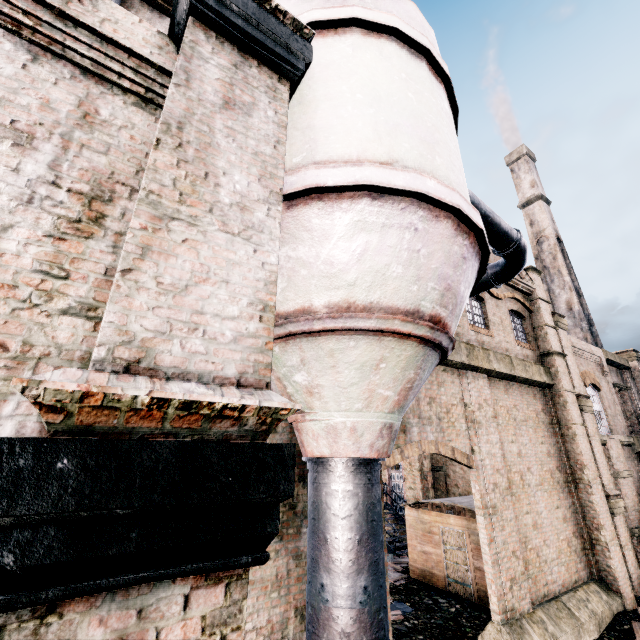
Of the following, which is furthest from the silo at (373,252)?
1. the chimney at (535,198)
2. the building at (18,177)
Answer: the chimney at (535,198)

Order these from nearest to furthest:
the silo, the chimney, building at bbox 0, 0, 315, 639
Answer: building at bbox 0, 0, 315, 639 → the silo → the chimney

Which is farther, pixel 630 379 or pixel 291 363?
pixel 630 379

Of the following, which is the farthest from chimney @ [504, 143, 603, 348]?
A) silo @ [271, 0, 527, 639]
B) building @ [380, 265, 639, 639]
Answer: building @ [380, 265, 639, 639]

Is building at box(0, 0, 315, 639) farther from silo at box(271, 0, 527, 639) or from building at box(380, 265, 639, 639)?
building at box(380, 265, 639, 639)

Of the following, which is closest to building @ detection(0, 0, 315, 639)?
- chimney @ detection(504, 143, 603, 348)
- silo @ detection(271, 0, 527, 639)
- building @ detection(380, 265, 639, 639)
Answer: silo @ detection(271, 0, 527, 639)

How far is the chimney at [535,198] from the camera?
33.3m
